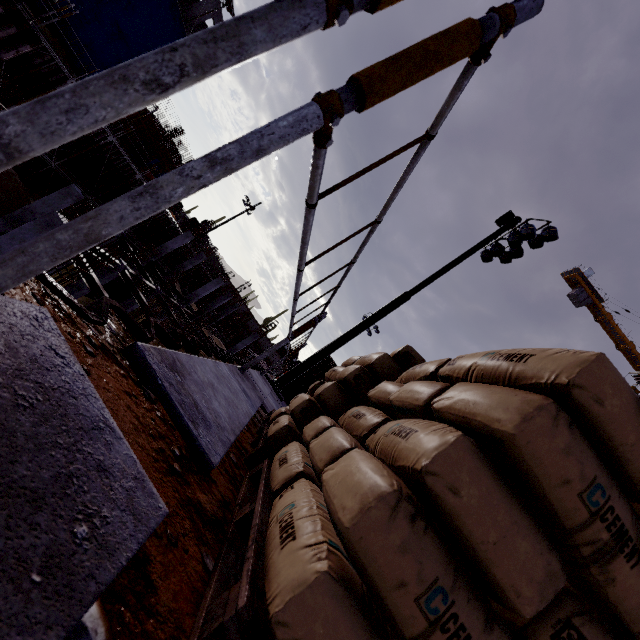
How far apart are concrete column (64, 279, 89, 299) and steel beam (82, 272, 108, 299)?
4.5m

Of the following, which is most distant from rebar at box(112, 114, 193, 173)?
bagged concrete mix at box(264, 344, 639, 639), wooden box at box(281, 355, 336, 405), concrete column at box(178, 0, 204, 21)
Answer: bagged concrete mix at box(264, 344, 639, 639)

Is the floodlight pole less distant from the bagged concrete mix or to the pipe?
the bagged concrete mix

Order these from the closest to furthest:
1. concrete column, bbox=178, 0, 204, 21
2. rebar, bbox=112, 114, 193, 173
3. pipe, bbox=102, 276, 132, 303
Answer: pipe, bbox=102, 276, 132, 303 → concrete column, bbox=178, 0, 204, 21 → rebar, bbox=112, 114, 193, 173

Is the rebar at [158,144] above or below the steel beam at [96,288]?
above

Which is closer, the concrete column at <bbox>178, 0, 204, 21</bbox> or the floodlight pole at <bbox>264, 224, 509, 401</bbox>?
the floodlight pole at <bbox>264, 224, 509, 401</bbox>

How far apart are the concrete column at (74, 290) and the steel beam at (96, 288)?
4.5m

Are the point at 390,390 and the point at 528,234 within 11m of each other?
no
